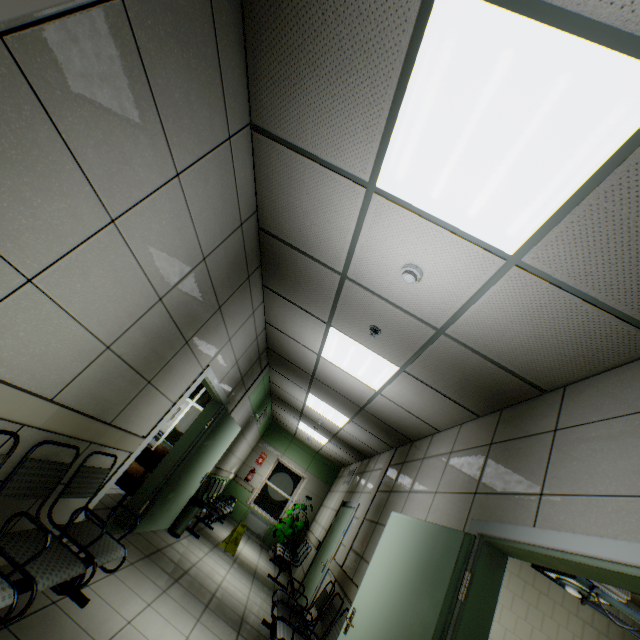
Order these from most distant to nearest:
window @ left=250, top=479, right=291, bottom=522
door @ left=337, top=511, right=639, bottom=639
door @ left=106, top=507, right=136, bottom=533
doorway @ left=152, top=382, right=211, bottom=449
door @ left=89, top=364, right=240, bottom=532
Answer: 1. window @ left=250, top=479, right=291, bottom=522
2. doorway @ left=152, top=382, right=211, bottom=449
3. door @ left=106, top=507, right=136, bottom=533
4. door @ left=89, top=364, right=240, bottom=532
5. door @ left=337, top=511, right=639, bottom=639

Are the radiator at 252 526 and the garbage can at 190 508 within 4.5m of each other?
no

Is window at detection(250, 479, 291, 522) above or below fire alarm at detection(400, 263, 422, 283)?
below

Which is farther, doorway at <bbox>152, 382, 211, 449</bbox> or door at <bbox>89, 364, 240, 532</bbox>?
doorway at <bbox>152, 382, 211, 449</bbox>

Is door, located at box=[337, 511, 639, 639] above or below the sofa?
above

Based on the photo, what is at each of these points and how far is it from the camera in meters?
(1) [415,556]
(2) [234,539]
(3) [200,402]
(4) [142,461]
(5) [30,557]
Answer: (1) door, 2.8 m
(2) sign, 7.0 m
(3) doorway, 8.5 m
(4) sofa, 4.8 m
(5) chair, 1.9 m

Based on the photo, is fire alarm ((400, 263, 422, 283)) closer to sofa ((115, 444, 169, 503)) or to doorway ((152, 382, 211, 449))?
sofa ((115, 444, 169, 503))

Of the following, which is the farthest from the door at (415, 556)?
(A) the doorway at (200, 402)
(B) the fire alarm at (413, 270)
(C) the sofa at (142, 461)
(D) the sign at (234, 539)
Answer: (A) the doorway at (200, 402)
